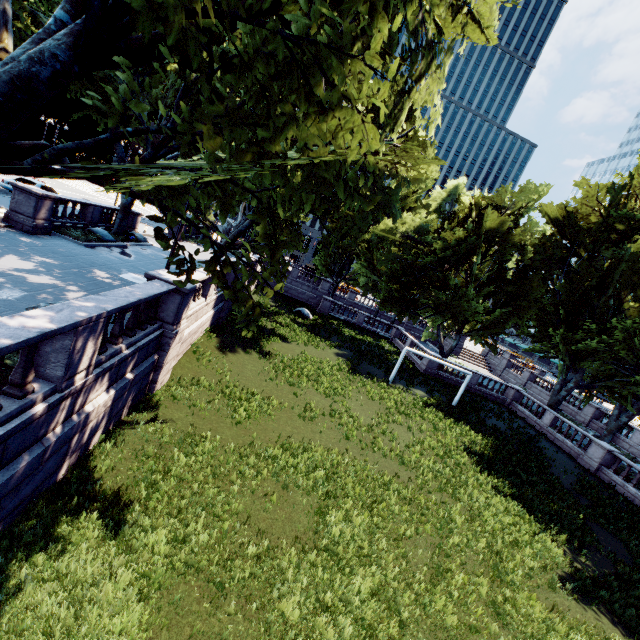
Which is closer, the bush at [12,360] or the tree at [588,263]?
the tree at [588,263]

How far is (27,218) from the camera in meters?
16.5

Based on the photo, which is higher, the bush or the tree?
the tree

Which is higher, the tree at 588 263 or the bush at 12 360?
the tree at 588 263

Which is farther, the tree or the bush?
the bush
